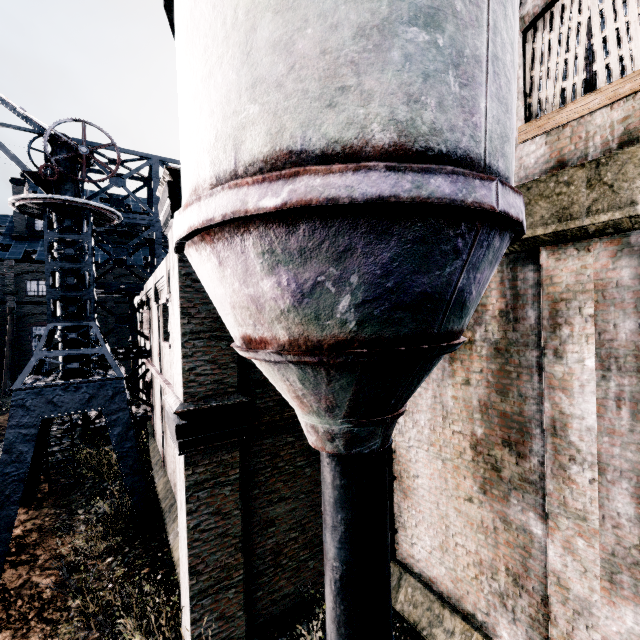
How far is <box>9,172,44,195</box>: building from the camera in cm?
3841

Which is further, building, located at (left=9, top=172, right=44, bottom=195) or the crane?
building, located at (left=9, top=172, right=44, bottom=195)

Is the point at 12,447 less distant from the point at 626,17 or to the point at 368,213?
the point at 368,213

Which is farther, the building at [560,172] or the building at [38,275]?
the building at [38,275]

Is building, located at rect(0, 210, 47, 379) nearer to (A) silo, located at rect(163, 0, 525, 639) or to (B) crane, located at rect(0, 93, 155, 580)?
(B) crane, located at rect(0, 93, 155, 580)

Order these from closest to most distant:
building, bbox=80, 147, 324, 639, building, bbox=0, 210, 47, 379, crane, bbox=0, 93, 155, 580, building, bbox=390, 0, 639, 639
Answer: building, bbox=390, 0, 639, 639 < building, bbox=80, 147, 324, 639 < crane, bbox=0, 93, 155, 580 < building, bbox=0, 210, 47, 379

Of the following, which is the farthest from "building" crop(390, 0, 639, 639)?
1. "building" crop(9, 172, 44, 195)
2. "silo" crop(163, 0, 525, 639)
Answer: "building" crop(9, 172, 44, 195)

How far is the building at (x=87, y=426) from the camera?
17.0 meters
